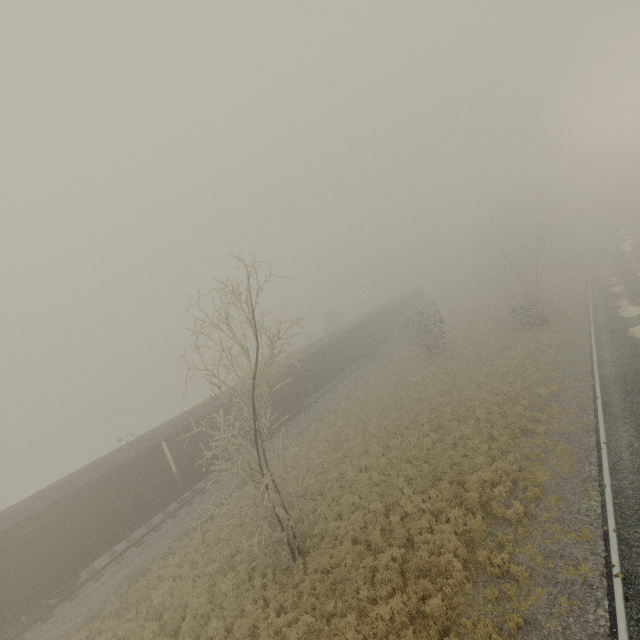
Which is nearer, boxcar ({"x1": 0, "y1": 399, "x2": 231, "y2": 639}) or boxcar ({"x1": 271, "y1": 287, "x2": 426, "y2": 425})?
boxcar ({"x1": 0, "y1": 399, "x2": 231, "y2": 639})

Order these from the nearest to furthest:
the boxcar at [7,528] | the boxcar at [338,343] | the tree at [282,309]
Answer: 1. the tree at [282,309]
2. the boxcar at [7,528]
3. the boxcar at [338,343]

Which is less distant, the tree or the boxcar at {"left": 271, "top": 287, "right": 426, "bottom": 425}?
the tree

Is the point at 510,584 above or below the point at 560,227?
below

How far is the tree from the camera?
8.3m

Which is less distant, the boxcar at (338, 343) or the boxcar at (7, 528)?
the boxcar at (7, 528)

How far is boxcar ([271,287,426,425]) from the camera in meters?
26.9
